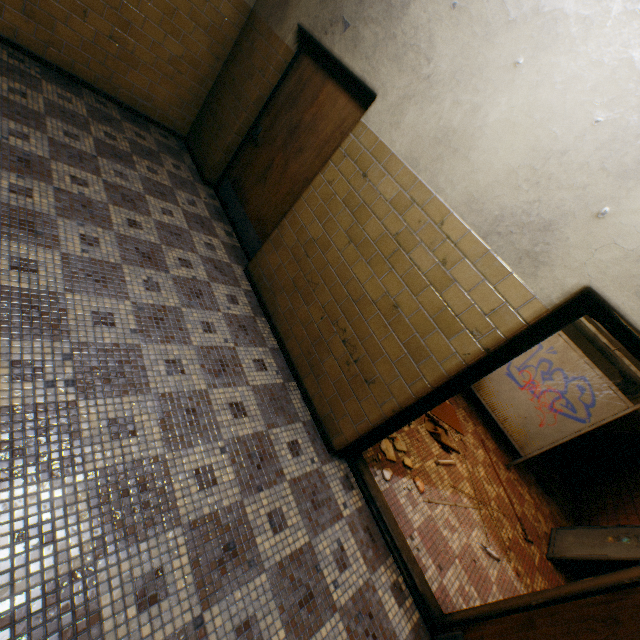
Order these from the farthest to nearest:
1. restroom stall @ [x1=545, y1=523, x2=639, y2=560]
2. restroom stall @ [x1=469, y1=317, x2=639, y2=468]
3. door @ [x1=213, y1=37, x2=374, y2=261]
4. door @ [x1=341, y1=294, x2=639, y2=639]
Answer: restroom stall @ [x1=469, y1=317, x2=639, y2=468], restroom stall @ [x1=545, y1=523, x2=639, y2=560], door @ [x1=213, y1=37, x2=374, y2=261], door @ [x1=341, y1=294, x2=639, y2=639]

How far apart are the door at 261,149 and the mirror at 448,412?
Result: 3.21m

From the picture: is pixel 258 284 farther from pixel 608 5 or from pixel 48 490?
pixel 608 5

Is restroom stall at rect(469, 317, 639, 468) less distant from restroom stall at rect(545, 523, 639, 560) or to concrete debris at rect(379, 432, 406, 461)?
restroom stall at rect(545, 523, 639, 560)

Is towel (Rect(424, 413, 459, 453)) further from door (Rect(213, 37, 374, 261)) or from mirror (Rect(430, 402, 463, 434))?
door (Rect(213, 37, 374, 261))

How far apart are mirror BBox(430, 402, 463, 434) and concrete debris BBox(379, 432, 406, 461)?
1.3m

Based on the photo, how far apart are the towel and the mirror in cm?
13

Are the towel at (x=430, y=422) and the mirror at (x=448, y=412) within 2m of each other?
yes
